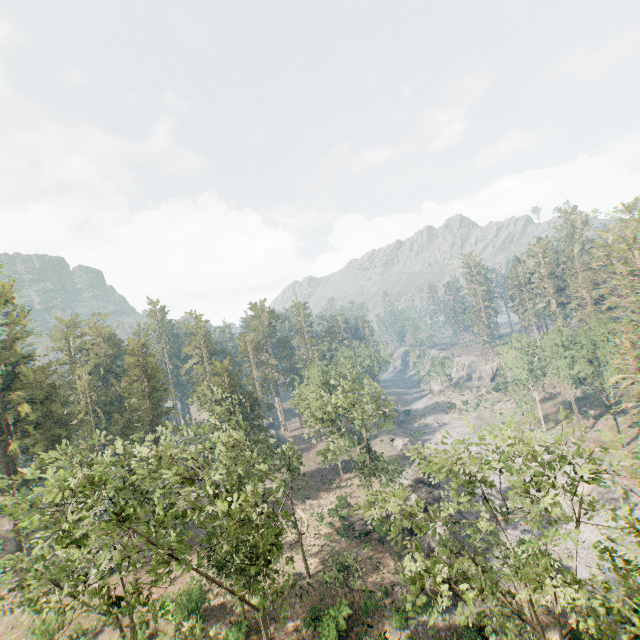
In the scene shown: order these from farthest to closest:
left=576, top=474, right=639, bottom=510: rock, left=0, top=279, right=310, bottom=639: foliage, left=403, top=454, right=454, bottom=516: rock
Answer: left=403, top=454, right=454, bottom=516: rock → left=576, top=474, right=639, bottom=510: rock → left=0, top=279, right=310, bottom=639: foliage

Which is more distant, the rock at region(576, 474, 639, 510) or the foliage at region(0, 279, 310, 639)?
the rock at region(576, 474, 639, 510)

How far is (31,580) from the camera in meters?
13.8

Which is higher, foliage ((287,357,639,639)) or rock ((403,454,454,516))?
foliage ((287,357,639,639))

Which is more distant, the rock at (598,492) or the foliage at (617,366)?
the foliage at (617,366)

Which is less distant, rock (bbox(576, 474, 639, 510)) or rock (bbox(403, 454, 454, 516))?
rock (bbox(576, 474, 639, 510))

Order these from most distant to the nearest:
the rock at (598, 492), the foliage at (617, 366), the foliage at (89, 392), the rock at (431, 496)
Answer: the foliage at (617, 366) < the rock at (431, 496) < the rock at (598, 492) < the foliage at (89, 392)

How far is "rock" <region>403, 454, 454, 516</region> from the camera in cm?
3962
